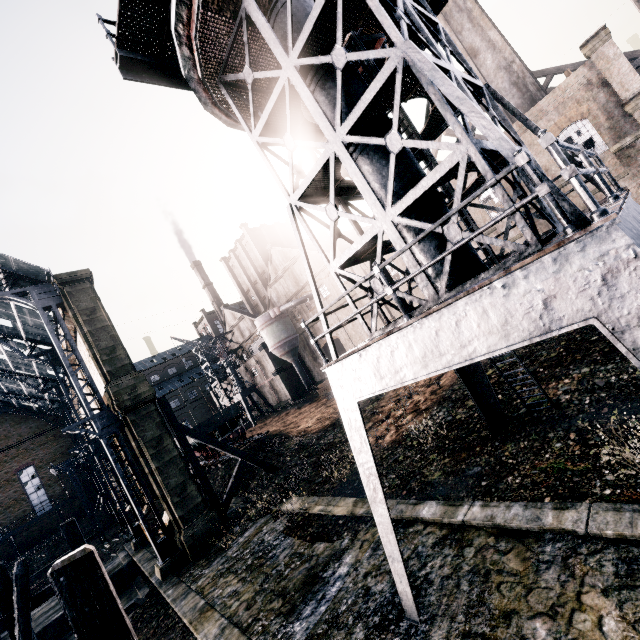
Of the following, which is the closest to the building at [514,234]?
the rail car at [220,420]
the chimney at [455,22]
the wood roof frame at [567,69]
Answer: the wood roof frame at [567,69]

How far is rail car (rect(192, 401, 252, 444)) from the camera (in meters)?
30.80

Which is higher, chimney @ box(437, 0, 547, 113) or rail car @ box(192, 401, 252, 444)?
chimney @ box(437, 0, 547, 113)

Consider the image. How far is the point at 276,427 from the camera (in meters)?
39.22

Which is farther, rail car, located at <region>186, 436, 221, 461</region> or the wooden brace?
rail car, located at <region>186, 436, 221, 461</region>

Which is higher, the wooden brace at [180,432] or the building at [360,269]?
the building at [360,269]

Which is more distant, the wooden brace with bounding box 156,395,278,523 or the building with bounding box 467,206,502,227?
the building with bounding box 467,206,502,227

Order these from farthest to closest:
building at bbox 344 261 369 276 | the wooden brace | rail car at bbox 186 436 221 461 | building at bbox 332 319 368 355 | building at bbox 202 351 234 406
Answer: building at bbox 202 351 234 406
building at bbox 332 319 368 355
building at bbox 344 261 369 276
rail car at bbox 186 436 221 461
the wooden brace
